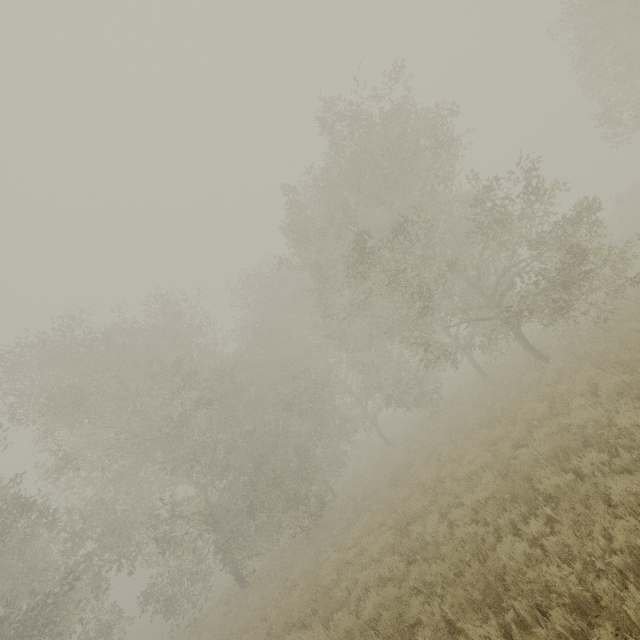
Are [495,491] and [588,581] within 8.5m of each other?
yes

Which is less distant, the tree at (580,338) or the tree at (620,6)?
the tree at (580,338)

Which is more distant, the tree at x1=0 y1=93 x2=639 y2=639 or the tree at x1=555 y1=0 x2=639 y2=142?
the tree at x1=555 y1=0 x2=639 y2=142
